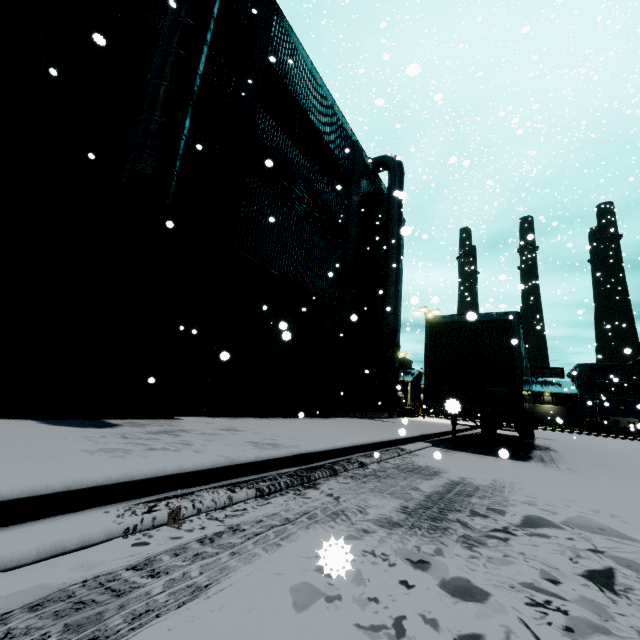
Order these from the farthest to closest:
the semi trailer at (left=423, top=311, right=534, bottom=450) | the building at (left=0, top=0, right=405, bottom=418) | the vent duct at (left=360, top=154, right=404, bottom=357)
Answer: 1. the vent duct at (left=360, top=154, right=404, bottom=357)
2. the semi trailer at (left=423, top=311, right=534, bottom=450)
3. the building at (left=0, top=0, right=405, bottom=418)

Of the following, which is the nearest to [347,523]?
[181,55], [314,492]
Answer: [314,492]

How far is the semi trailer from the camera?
8.84m

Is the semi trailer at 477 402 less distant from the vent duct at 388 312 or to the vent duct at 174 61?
the vent duct at 388 312

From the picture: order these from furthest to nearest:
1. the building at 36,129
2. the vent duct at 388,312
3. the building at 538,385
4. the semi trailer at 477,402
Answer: the building at 538,385 → the vent duct at 388,312 → the semi trailer at 477,402 → the building at 36,129

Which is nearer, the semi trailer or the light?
the light

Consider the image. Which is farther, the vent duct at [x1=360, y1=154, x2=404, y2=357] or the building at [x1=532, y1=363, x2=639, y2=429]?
the building at [x1=532, y1=363, x2=639, y2=429]
